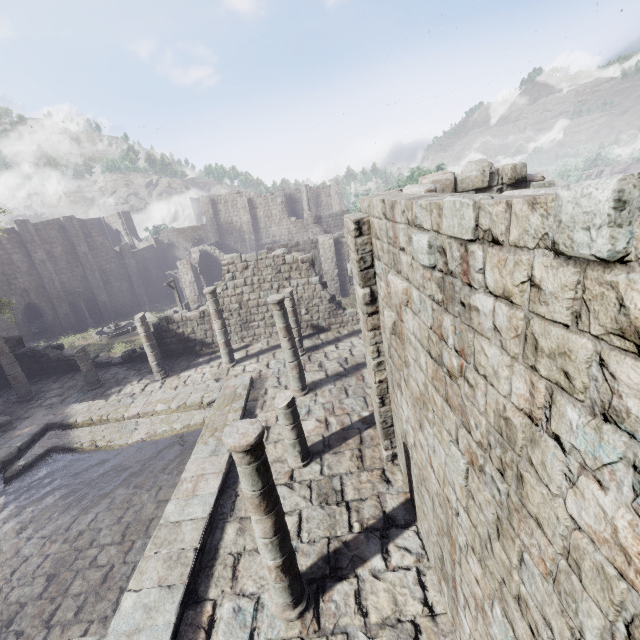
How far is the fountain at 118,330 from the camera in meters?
30.2

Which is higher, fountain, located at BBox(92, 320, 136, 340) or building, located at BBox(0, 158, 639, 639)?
building, located at BBox(0, 158, 639, 639)

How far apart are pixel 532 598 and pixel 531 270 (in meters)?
2.78

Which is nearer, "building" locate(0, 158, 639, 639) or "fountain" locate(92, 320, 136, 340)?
"building" locate(0, 158, 639, 639)

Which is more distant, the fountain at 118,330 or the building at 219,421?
the fountain at 118,330

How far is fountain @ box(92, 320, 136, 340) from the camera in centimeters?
3022cm
